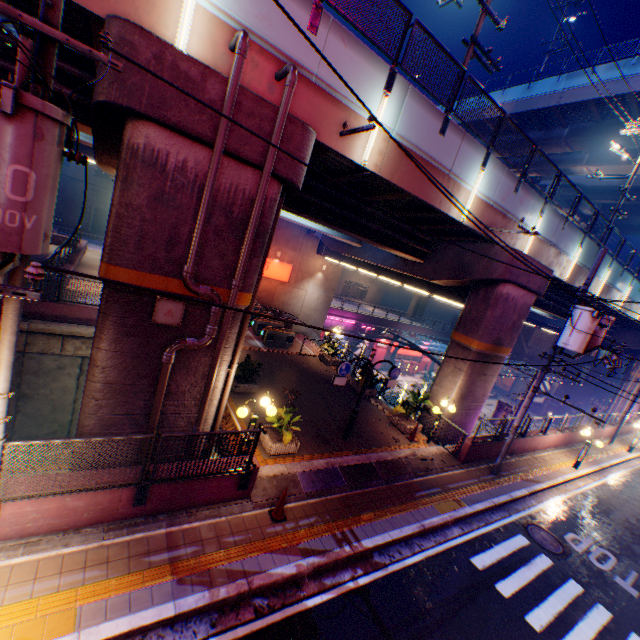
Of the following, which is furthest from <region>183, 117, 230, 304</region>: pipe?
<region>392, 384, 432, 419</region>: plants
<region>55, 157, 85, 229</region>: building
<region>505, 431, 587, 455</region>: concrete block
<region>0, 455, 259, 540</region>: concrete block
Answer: <region>55, 157, 85, 229</region>: building

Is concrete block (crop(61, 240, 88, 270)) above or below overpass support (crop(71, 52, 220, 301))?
below

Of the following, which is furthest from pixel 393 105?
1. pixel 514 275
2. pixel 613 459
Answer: pixel 613 459

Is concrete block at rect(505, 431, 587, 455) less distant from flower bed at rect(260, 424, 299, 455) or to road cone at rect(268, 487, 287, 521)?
flower bed at rect(260, 424, 299, 455)

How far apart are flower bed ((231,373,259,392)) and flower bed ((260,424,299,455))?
2.7 meters

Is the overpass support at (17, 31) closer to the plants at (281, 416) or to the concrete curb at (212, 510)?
the concrete curb at (212, 510)

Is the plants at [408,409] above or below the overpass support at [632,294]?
below

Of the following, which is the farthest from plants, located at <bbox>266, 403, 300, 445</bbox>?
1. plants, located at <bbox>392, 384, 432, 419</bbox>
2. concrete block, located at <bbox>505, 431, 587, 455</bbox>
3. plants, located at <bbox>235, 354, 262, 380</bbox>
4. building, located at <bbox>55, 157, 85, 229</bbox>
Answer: building, located at <bbox>55, 157, 85, 229</bbox>
